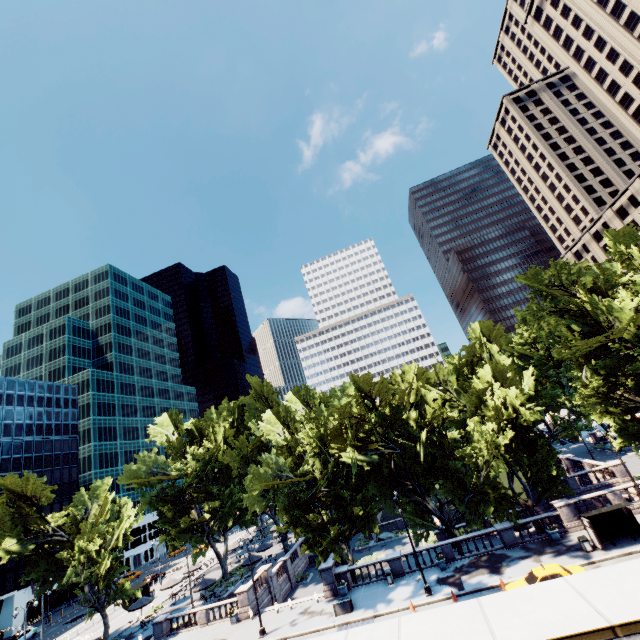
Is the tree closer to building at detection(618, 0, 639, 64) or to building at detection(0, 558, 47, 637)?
building at detection(618, 0, 639, 64)

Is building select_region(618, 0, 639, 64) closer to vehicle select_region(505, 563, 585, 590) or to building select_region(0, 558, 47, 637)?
vehicle select_region(505, 563, 585, 590)

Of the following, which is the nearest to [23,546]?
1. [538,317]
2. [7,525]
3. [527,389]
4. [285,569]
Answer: [7,525]

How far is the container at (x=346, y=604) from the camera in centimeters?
2637cm

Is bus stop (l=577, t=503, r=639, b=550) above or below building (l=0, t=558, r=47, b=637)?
below

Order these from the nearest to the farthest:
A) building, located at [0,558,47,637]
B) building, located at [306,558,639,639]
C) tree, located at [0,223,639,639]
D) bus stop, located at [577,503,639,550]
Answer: building, located at [306,558,639,639] < bus stop, located at [577,503,639,550] < tree, located at [0,223,639,639] < building, located at [0,558,47,637]

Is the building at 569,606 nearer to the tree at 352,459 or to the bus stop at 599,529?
the tree at 352,459

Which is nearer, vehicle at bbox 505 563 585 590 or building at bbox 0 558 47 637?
vehicle at bbox 505 563 585 590
